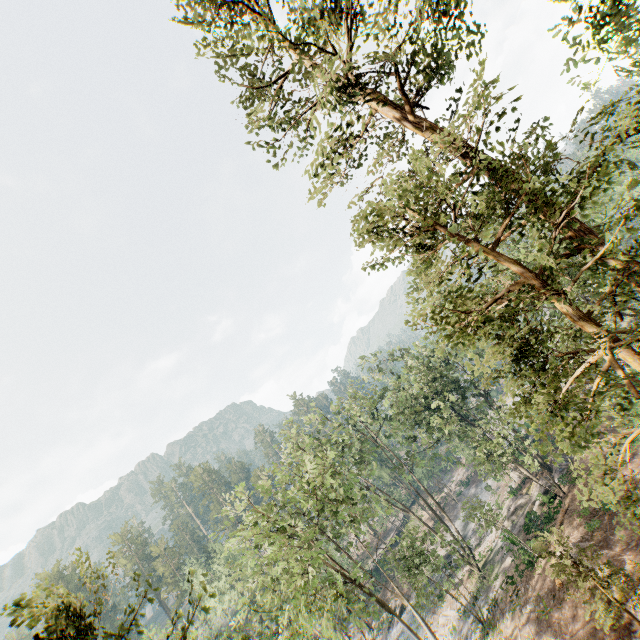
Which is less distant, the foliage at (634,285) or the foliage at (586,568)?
the foliage at (634,285)

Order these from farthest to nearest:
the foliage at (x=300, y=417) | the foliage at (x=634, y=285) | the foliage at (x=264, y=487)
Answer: the foliage at (x=300, y=417), the foliage at (x=264, y=487), the foliage at (x=634, y=285)

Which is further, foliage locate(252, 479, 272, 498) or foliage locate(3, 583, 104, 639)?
foliage locate(252, 479, 272, 498)

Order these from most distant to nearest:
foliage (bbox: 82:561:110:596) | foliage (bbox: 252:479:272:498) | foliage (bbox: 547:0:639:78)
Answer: foliage (bbox: 252:479:272:498)
foliage (bbox: 547:0:639:78)
foliage (bbox: 82:561:110:596)

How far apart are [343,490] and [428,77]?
27.1 meters

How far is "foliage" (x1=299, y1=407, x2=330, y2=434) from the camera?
32.53m
